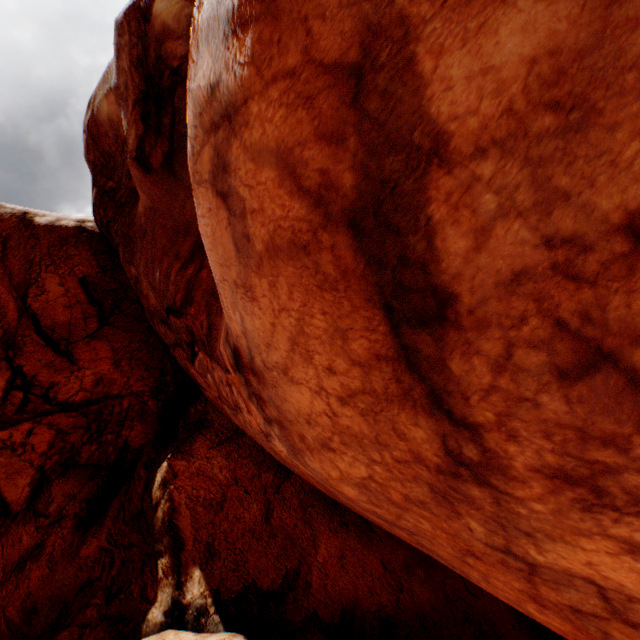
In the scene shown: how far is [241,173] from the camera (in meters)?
2.98
